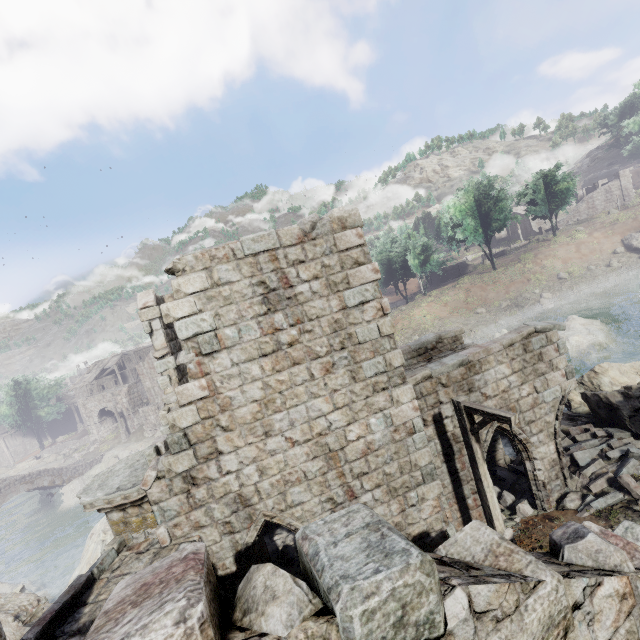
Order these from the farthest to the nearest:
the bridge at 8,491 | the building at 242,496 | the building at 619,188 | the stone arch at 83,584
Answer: the building at 619,188 → the bridge at 8,491 → the stone arch at 83,584 → the building at 242,496

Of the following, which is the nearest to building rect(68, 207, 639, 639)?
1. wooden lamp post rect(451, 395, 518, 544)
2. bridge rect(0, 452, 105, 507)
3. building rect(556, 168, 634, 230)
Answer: wooden lamp post rect(451, 395, 518, 544)

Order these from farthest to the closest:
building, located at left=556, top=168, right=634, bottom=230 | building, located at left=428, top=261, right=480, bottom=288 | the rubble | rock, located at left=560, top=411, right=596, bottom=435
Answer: building, located at left=428, top=261, right=480, bottom=288
building, located at left=556, top=168, right=634, bottom=230
rock, located at left=560, top=411, right=596, bottom=435
the rubble

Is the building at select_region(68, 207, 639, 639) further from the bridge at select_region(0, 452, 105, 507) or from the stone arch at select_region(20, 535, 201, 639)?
the bridge at select_region(0, 452, 105, 507)

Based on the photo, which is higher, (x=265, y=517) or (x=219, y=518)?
(x=219, y=518)

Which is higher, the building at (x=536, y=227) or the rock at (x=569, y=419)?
the building at (x=536, y=227)

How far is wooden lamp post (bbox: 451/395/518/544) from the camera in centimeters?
682cm

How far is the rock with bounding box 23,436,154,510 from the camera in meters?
34.4
